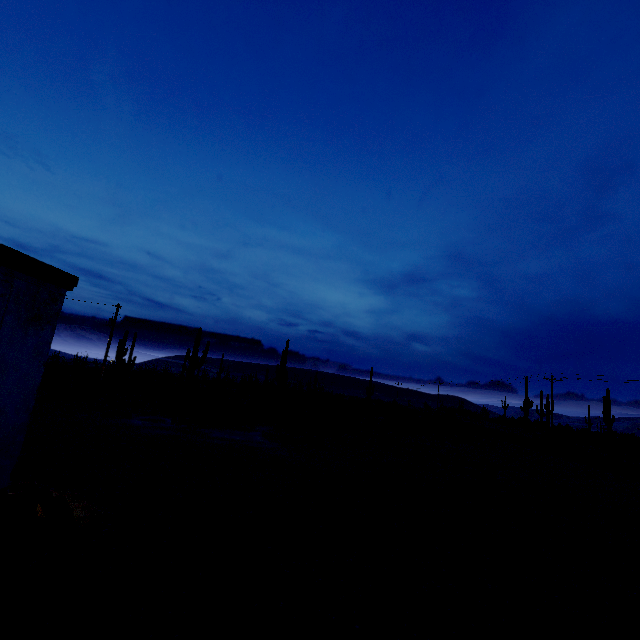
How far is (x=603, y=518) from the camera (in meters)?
10.68

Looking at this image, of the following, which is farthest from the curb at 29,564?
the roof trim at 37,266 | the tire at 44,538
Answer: the roof trim at 37,266

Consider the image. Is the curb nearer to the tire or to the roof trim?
the tire

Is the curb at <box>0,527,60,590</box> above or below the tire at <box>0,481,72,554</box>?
below

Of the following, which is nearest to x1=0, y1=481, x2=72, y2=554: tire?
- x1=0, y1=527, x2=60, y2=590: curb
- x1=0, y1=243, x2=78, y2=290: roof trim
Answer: x1=0, y1=527, x2=60, y2=590: curb
